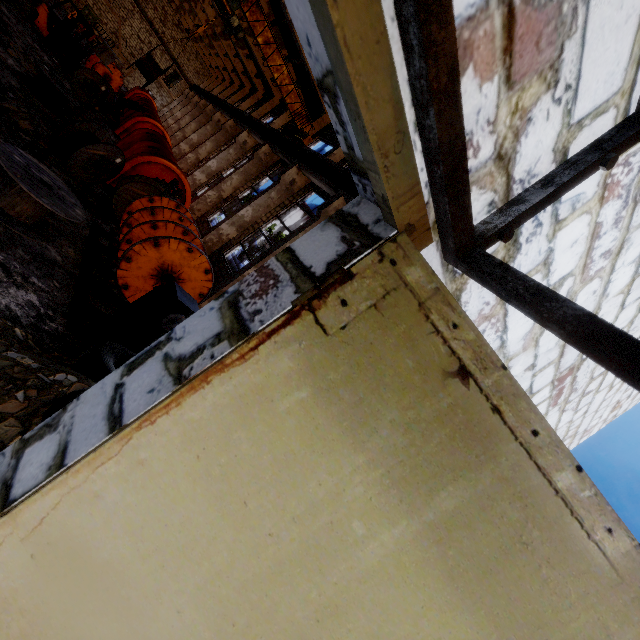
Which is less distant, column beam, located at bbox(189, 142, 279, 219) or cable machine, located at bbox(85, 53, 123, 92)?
column beam, located at bbox(189, 142, 279, 219)

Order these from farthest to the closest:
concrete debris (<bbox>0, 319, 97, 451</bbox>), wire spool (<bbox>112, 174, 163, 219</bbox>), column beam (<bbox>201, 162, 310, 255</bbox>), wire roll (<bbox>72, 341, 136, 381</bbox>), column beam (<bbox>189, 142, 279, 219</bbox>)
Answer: column beam (<bbox>189, 142, 279, 219</bbox>) → column beam (<bbox>201, 162, 310, 255</bbox>) → wire spool (<bbox>112, 174, 163, 219</bbox>) → wire roll (<bbox>72, 341, 136, 381</bbox>) → concrete debris (<bbox>0, 319, 97, 451</bbox>)

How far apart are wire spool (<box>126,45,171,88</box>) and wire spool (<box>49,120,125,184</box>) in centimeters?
515cm

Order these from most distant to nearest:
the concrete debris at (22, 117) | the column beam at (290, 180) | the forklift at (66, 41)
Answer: the forklift at (66, 41) < the column beam at (290, 180) < the concrete debris at (22, 117)

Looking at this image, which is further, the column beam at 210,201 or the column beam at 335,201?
the column beam at 210,201

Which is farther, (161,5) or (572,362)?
(161,5)

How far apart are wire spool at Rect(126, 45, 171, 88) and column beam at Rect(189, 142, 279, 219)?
4.97m

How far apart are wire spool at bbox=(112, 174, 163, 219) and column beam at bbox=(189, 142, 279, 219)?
7.4 meters
